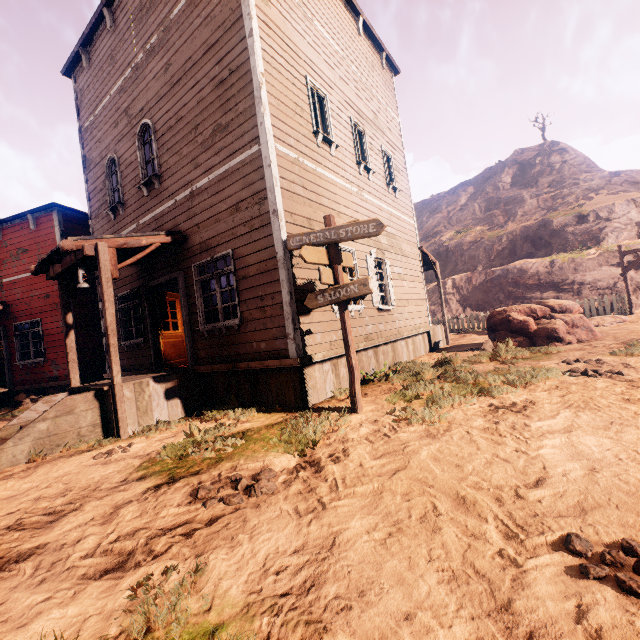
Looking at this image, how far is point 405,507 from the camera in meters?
2.6 m

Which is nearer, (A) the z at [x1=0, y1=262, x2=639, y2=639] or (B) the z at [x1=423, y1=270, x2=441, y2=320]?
(A) the z at [x1=0, y1=262, x2=639, y2=639]

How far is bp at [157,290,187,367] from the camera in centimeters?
887cm

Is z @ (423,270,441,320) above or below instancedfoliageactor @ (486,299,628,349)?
above

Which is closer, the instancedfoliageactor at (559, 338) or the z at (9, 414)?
the z at (9, 414)

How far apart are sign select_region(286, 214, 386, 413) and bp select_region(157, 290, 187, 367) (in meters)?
5.12

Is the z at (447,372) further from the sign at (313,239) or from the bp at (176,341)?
the bp at (176,341)
